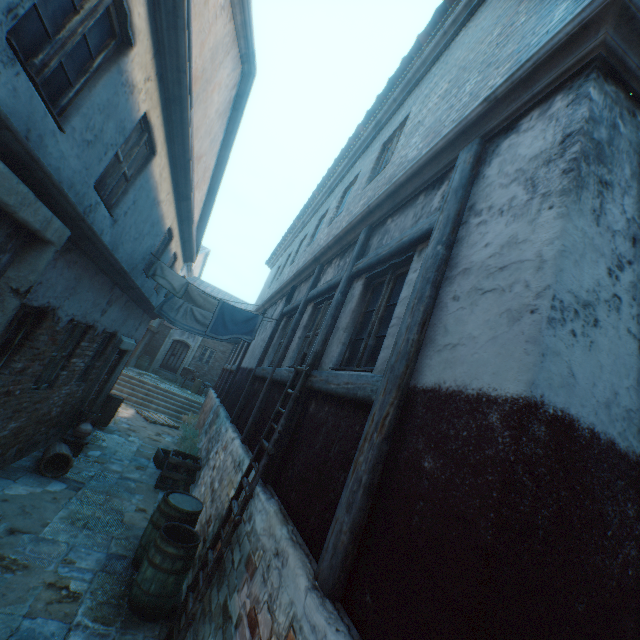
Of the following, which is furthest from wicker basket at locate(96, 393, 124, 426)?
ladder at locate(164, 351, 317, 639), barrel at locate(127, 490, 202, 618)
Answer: ladder at locate(164, 351, 317, 639)

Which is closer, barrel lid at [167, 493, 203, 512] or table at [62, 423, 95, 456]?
barrel lid at [167, 493, 203, 512]

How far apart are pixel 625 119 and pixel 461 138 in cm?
126

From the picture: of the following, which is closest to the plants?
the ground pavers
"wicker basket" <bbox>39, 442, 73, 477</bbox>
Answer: the ground pavers

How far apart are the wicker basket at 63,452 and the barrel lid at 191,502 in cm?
277

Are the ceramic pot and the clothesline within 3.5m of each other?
yes

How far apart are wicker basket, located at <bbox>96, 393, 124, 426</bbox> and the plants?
2.0 meters

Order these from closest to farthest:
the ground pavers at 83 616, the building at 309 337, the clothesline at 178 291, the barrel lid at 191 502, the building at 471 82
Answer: the building at 471 82
the ground pavers at 83 616
the barrel lid at 191 502
the building at 309 337
the clothesline at 178 291
